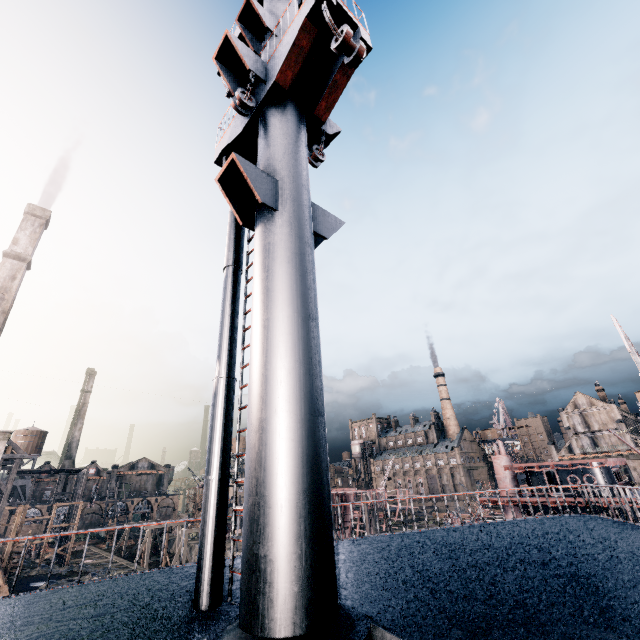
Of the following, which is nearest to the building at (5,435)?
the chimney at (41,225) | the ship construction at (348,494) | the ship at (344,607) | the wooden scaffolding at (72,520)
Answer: the wooden scaffolding at (72,520)

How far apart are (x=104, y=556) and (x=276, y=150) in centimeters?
7026cm

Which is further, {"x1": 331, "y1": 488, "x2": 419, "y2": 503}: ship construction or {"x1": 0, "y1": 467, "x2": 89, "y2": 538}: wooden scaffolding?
{"x1": 331, "y1": 488, "x2": 419, "y2": 503}: ship construction

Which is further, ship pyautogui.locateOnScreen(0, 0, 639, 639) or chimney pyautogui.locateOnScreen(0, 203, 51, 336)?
chimney pyautogui.locateOnScreen(0, 203, 51, 336)

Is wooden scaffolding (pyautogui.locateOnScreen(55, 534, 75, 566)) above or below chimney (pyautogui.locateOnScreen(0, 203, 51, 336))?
below

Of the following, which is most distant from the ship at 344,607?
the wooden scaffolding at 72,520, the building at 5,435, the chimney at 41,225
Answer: the building at 5,435

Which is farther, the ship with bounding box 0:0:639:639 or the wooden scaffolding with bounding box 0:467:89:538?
the wooden scaffolding with bounding box 0:467:89:538

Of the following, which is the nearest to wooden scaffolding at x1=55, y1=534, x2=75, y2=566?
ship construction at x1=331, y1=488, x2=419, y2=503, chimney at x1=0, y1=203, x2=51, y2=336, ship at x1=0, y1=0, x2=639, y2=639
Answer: chimney at x1=0, y1=203, x2=51, y2=336
